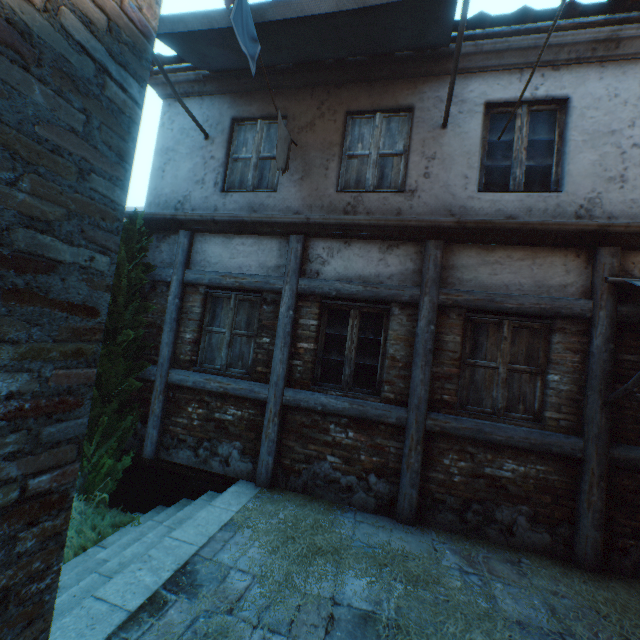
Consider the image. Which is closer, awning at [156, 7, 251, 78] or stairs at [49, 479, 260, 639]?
stairs at [49, 479, 260, 639]

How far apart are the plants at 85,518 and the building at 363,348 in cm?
289

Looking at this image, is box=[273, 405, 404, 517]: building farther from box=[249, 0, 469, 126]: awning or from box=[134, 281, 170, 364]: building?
box=[249, 0, 469, 126]: awning

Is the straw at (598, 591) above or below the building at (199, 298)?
below

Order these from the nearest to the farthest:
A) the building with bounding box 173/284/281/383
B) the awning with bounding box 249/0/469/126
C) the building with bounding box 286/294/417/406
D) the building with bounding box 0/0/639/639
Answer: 1. the building with bounding box 0/0/639/639
2. the awning with bounding box 249/0/469/126
3. the building with bounding box 286/294/417/406
4. the building with bounding box 173/284/281/383

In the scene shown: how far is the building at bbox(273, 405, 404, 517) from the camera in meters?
4.3 m

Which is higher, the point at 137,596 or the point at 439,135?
the point at 439,135

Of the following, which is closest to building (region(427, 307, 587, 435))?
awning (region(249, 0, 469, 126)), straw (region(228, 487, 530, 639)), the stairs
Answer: awning (region(249, 0, 469, 126))
